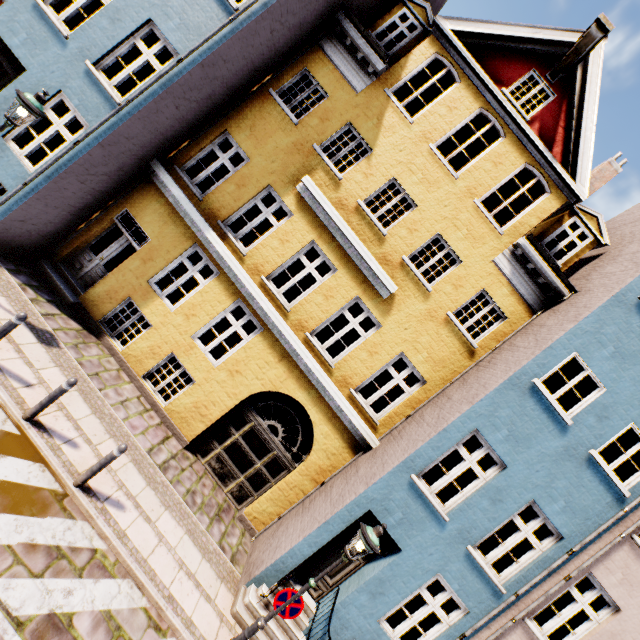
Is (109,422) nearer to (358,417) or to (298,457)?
(358,417)

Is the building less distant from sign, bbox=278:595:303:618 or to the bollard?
sign, bbox=278:595:303:618

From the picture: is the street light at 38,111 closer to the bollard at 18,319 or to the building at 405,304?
the building at 405,304

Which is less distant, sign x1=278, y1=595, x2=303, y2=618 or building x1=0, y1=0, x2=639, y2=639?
sign x1=278, y1=595, x2=303, y2=618

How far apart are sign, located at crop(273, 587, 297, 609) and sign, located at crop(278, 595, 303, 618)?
0.12m

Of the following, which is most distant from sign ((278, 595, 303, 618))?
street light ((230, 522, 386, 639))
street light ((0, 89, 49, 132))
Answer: street light ((0, 89, 49, 132))

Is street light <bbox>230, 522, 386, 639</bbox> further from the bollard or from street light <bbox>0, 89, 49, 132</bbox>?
street light <bbox>0, 89, 49, 132</bbox>

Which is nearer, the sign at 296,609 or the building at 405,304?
the sign at 296,609
